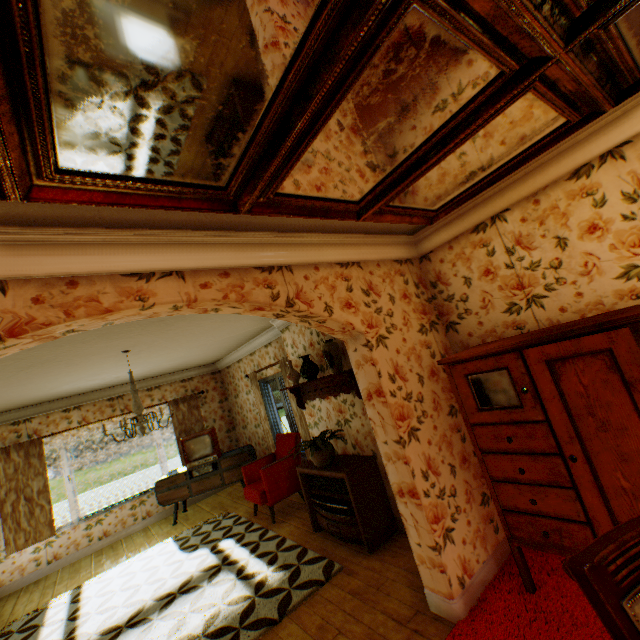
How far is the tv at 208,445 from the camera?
7.0 meters

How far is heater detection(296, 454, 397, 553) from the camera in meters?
3.7 m

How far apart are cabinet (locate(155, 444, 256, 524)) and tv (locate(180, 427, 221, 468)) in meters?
0.1 m

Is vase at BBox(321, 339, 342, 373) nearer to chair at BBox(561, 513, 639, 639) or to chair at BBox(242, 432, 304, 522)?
chair at BBox(242, 432, 304, 522)

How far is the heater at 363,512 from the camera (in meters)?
3.73

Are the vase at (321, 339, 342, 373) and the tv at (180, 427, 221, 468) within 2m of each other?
no

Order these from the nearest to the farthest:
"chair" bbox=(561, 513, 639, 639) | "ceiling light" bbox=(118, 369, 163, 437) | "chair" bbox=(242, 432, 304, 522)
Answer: "chair" bbox=(561, 513, 639, 639) < "ceiling light" bbox=(118, 369, 163, 437) < "chair" bbox=(242, 432, 304, 522)

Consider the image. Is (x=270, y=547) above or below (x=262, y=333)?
below
